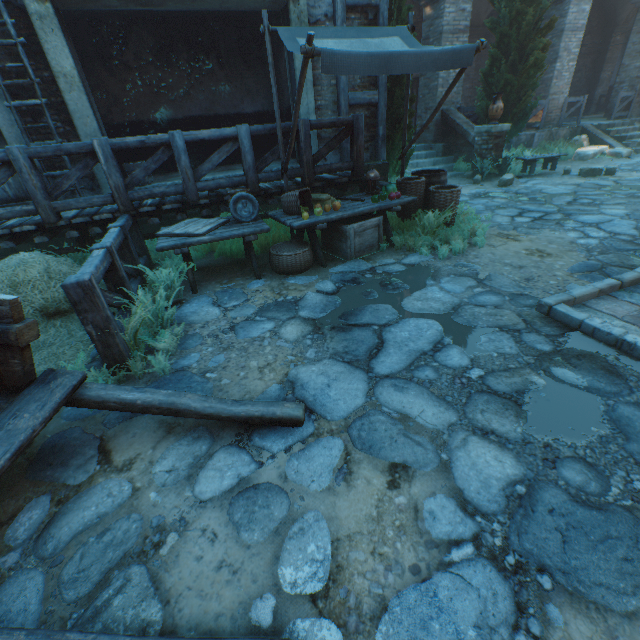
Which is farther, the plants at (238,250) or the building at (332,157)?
the building at (332,157)

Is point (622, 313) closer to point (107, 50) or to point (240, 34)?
point (240, 34)

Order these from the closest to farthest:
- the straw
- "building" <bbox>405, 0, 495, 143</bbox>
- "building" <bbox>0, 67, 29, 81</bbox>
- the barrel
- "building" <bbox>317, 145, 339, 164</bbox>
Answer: the straw → "building" <bbox>0, 67, 29, 81</bbox> → the barrel → "building" <bbox>317, 145, 339, 164</bbox> → "building" <bbox>405, 0, 495, 143</bbox>

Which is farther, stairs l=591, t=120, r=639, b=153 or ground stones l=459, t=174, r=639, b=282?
stairs l=591, t=120, r=639, b=153

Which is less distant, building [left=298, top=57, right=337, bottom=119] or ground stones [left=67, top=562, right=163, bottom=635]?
ground stones [left=67, top=562, right=163, bottom=635]

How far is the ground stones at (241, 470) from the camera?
2.0 meters

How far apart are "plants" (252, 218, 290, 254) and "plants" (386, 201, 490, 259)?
1.66m

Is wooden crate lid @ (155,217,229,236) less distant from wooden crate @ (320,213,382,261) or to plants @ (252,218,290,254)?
plants @ (252,218,290,254)
